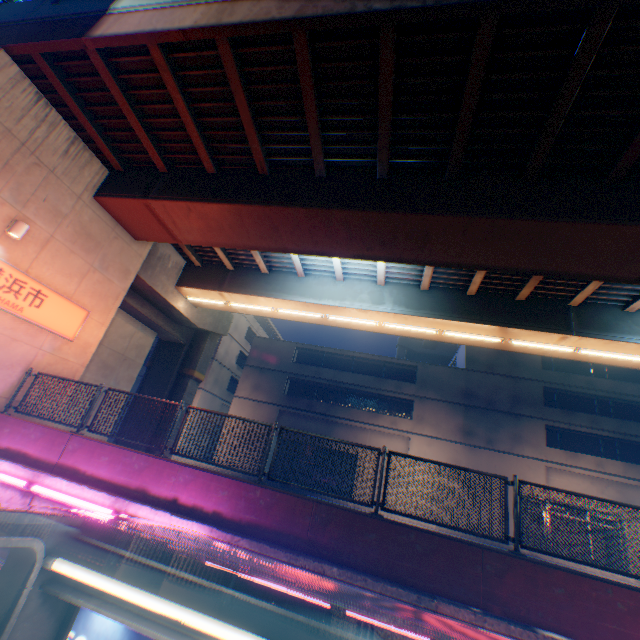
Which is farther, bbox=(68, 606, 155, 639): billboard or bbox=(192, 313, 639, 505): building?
bbox=(192, 313, 639, 505): building

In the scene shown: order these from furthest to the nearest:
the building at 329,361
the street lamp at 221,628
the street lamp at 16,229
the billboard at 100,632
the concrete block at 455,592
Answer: the building at 329,361 < the street lamp at 16,229 < the billboard at 100,632 < the concrete block at 455,592 < the street lamp at 221,628

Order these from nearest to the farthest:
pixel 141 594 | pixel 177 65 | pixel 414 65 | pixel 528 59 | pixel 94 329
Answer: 1. pixel 141 594
2. pixel 528 59
3. pixel 414 65
4. pixel 177 65
5. pixel 94 329

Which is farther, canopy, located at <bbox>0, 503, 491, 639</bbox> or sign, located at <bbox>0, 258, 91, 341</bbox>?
sign, located at <bbox>0, 258, 91, 341</bbox>

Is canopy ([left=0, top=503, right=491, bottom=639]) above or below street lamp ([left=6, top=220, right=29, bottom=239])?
below

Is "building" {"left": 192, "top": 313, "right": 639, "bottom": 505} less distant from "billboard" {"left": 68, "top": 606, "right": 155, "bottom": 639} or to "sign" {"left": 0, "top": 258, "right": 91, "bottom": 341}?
"sign" {"left": 0, "top": 258, "right": 91, "bottom": 341}

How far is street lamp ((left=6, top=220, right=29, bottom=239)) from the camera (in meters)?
8.14

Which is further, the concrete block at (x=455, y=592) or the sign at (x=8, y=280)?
the sign at (x=8, y=280)
